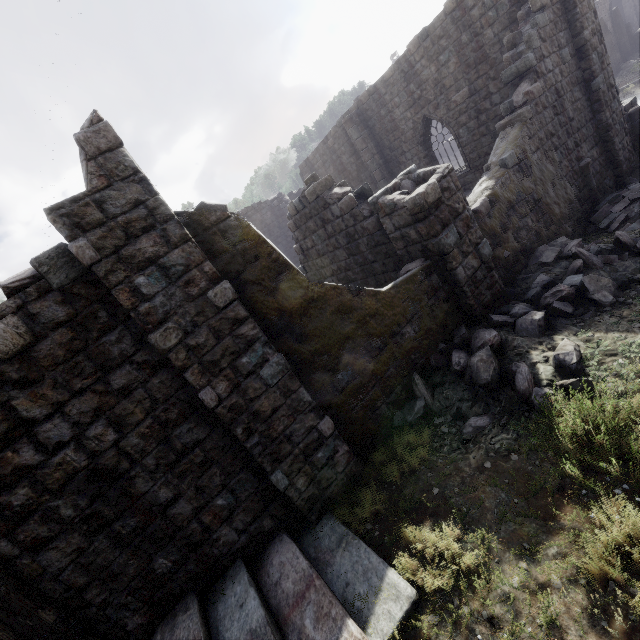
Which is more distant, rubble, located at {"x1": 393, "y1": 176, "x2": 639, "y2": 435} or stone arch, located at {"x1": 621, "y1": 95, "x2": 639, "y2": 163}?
stone arch, located at {"x1": 621, "y1": 95, "x2": 639, "y2": 163}

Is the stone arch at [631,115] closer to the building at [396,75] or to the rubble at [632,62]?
the building at [396,75]

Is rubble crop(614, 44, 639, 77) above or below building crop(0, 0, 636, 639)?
below

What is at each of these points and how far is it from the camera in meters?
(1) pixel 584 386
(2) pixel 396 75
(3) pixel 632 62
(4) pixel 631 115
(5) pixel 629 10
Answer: (1) rubble, 5.0 m
(2) building, 15.2 m
(3) rubble, 32.1 m
(4) stone arch, 12.2 m
(5) building, 36.3 m

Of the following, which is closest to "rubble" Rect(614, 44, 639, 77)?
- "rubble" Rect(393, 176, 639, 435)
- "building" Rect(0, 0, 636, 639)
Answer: "building" Rect(0, 0, 636, 639)

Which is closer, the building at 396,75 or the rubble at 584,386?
the building at 396,75

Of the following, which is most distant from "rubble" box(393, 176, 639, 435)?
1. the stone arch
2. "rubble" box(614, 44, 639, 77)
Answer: "rubble" box(614, 44, 639, 77)

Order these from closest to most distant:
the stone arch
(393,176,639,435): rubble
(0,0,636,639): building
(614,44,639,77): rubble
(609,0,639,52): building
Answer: (0,0,636,639): building < (393,176,639,435): rubble < the stone arch < (614,44,639,77): rubble < (609,0,639,52): building
